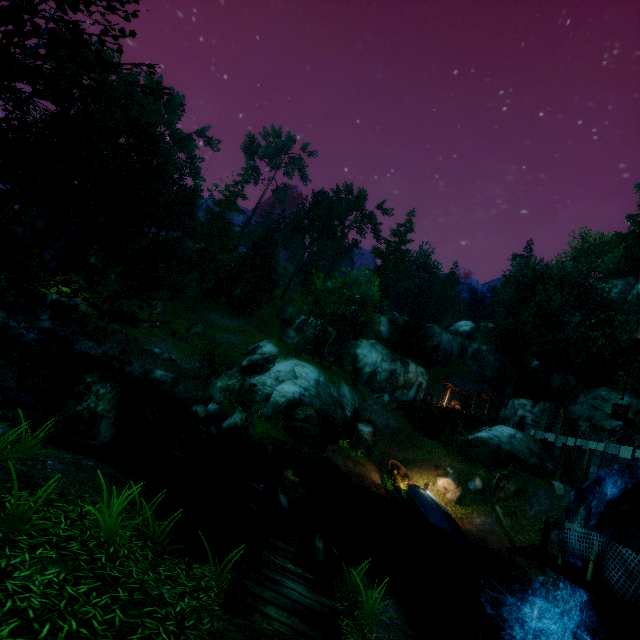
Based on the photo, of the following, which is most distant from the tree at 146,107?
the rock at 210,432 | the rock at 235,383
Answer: the rock at 210,432

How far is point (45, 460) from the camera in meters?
6.2 m

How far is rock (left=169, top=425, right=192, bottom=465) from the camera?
13.64m

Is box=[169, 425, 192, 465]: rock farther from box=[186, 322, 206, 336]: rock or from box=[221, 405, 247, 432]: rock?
box=[186, 322, 206, 336]: rock

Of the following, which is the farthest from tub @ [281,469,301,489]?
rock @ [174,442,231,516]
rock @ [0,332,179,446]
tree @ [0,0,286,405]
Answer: tree @ [0,0,286,405]

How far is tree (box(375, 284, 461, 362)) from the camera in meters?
44.7 m

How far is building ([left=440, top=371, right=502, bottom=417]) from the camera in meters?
37.1 m

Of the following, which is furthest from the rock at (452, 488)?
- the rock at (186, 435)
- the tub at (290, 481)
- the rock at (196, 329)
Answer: the rock at (196, 329)
